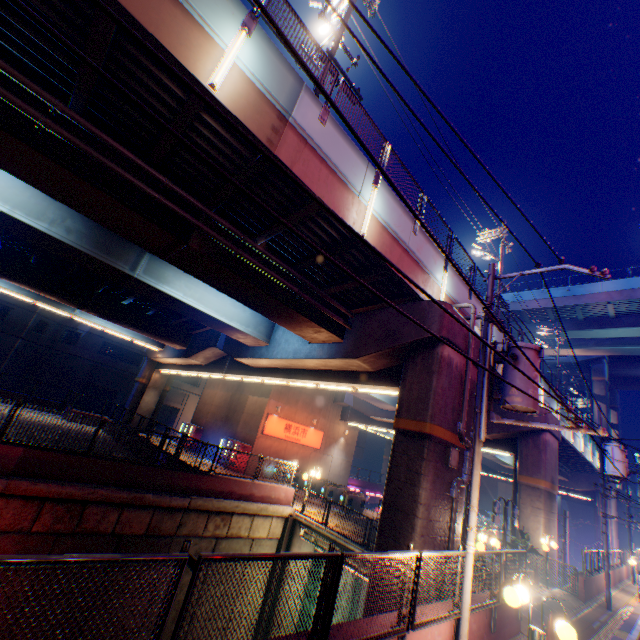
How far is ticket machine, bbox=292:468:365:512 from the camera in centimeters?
2067cm

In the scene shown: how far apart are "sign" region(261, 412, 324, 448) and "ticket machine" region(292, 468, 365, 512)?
5.7m

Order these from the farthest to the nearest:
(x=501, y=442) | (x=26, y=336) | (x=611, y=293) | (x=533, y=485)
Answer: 1. (x=26, y=336)
2. (x=611, y=293)
3. (x=501, y=442)
4. (x=533, y=485)

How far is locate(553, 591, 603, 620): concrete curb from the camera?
13.2m

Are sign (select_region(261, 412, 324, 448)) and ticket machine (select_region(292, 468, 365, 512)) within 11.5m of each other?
yes

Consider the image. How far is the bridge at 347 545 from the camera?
14.0 meters

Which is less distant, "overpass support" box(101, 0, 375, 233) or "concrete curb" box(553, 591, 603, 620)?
"overpass support" box(101, 0, 375, 233)

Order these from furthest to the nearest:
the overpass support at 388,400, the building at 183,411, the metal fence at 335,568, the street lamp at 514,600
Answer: the building at 183,411 < the overpass support at 388,400 < the street lamp at 514,600 < the metal fence at 335,568
